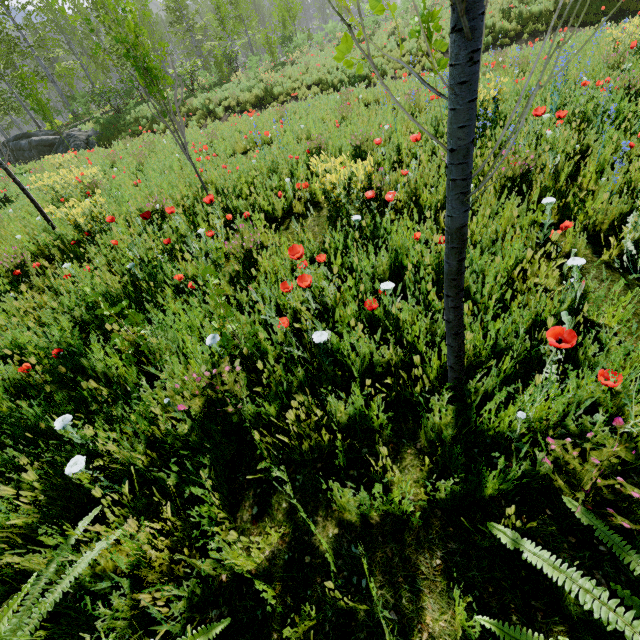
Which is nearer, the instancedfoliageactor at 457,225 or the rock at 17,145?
the instancedfoliageactor at 457,225

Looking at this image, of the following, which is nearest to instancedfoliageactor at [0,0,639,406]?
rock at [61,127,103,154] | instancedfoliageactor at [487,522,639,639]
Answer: rock at [61,127,103,154]

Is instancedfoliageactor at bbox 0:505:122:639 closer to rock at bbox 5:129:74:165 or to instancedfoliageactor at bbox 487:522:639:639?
rock at bbox 5:129:74:165

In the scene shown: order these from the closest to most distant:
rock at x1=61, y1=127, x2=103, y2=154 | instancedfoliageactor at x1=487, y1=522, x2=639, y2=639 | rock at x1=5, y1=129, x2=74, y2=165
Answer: instancedfoliageactor at x1=487, y1=522, x2=639, y2=639, rock at x1=61, y1=127, x2=103, y2=154, rock at x1=5, y1=129, x2=74, y2=165

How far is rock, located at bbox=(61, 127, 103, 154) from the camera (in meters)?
16.91

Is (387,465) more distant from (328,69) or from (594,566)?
(328,69)
